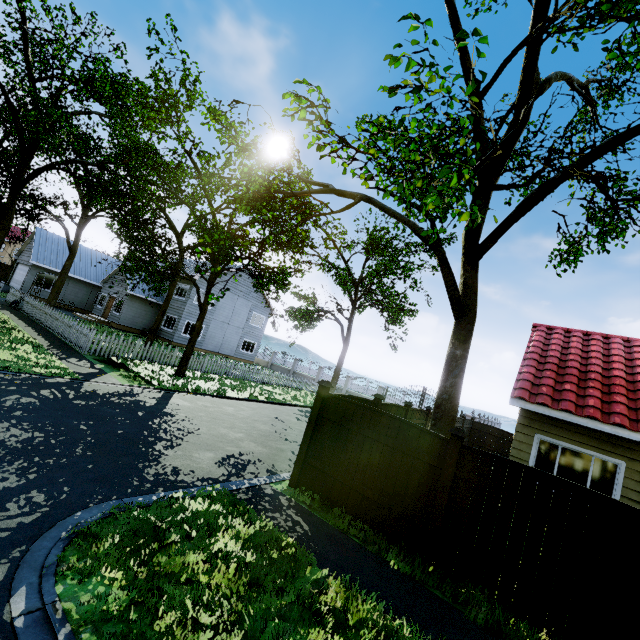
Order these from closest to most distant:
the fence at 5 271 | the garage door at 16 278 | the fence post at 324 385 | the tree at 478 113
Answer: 1. the tree at 478 113
2. the fence post at 324 385
3. the fence at 5 271
4. the garage door at 16 278

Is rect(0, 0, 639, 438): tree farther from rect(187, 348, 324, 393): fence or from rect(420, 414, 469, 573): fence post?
rect(420, 414, 469, 573): fence post

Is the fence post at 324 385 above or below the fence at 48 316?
above

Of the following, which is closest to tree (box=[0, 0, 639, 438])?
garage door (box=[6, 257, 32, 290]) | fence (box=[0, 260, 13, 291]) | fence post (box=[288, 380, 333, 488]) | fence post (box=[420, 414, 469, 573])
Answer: fence (box=[0, 260, 13, 291])

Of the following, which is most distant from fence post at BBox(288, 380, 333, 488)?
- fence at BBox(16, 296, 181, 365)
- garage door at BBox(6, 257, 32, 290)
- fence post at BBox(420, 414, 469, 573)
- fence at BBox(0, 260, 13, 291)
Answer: fence at BBox(0, 260, 13, 291)

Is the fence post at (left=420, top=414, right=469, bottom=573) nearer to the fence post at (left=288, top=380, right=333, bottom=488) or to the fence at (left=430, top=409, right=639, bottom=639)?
the fence at (left=430, top=409, right=639, bottom=639)

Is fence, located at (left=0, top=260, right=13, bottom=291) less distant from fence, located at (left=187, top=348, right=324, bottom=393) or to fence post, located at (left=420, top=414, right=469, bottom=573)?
fence, located at (left=187, top=348, right=324, bottom=393)

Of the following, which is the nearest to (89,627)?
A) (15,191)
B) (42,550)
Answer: (42,550)
